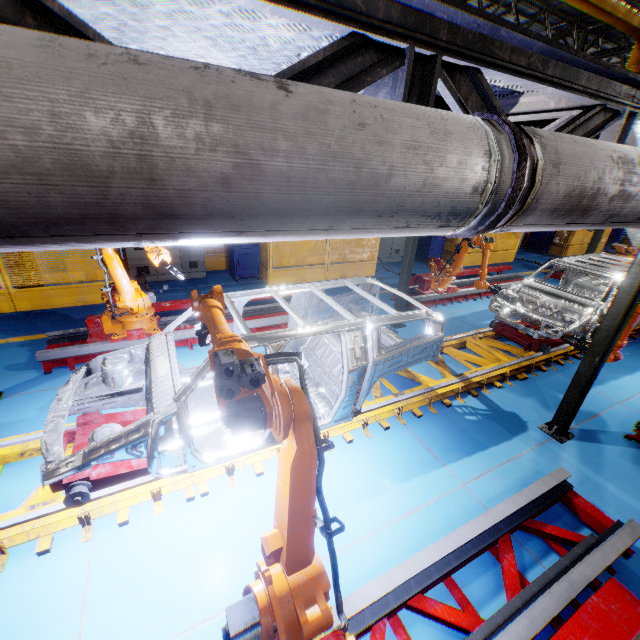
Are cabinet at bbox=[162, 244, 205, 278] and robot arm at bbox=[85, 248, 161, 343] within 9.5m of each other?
yes

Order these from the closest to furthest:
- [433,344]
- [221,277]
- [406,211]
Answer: [406,211] → [433,344] → [221,277]

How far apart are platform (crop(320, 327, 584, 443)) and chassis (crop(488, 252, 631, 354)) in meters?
0.0

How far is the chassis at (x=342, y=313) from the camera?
3.7 meters

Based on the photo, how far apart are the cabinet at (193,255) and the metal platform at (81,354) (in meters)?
3.08

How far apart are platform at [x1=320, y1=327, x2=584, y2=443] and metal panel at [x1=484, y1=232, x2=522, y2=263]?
4.6 meters

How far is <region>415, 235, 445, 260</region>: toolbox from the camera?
13.1 meters

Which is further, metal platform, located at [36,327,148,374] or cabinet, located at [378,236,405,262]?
cabinet, located at [378,236,405,262]
